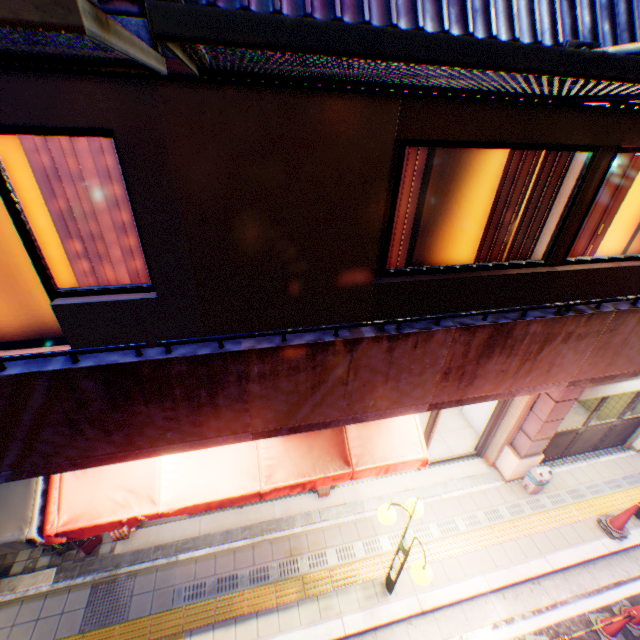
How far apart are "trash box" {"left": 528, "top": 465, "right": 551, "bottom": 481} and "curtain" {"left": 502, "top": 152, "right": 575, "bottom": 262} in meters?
4.9 m

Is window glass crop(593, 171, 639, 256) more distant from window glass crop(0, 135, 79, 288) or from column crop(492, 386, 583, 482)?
window glass crop(0, 135, 79, 288)

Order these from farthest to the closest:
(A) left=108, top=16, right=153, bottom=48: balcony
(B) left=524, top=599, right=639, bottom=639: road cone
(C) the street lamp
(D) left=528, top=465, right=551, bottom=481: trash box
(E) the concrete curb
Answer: (D) left=528, top=465, right=551, bottom=481: trash box → (E) the concrete curb → (B) left=524, top=599, right=639, bottom=639: road cone → (C) the street lamp → (A) left=108, top=16, right=153, bottom=48: balcony

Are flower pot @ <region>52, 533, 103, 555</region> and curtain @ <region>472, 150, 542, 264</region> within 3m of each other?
no

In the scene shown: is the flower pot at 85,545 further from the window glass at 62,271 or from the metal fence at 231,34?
the metal fence at 231,34

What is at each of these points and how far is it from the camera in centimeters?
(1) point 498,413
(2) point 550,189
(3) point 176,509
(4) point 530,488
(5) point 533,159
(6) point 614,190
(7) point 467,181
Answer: (1) door, 720cm
(2) curtain, 445cm
(3) awning, 416cm
(4) trash box, 718cm
(5) curtain, 415cm
(6) curtain, 472cm
(7) window glass, 440cm

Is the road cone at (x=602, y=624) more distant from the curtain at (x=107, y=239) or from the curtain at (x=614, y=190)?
the curtain at (x=107, y=239)

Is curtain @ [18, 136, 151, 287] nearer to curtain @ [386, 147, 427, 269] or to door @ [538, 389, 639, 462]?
curtain @ [386, 147, 427, 269]
